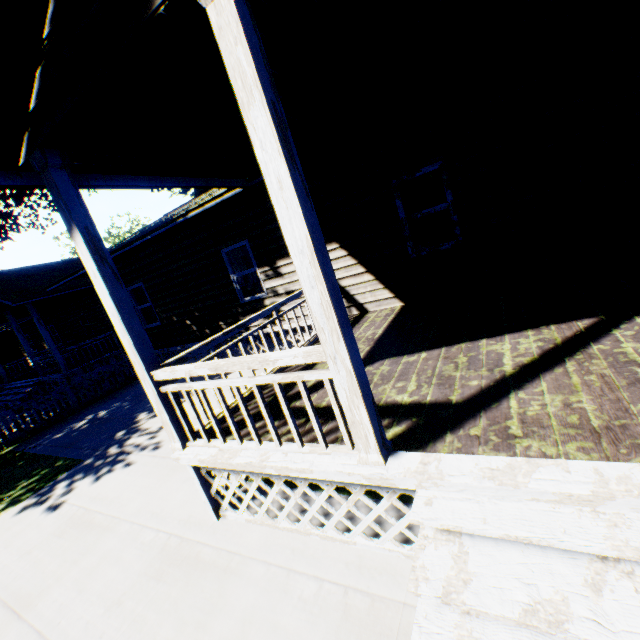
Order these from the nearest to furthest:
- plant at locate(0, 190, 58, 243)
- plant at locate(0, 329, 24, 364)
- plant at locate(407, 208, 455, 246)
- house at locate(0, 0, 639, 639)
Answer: house at locate(0, 0, 639, 639)
plant at locate(407, 208, 455, 246)
plant at locate(0, 190, 58, 243)
plant at locate(0, 329, 24, 364)

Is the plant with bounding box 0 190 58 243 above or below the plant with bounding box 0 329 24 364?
above

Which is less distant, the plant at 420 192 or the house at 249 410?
the house at 249 410

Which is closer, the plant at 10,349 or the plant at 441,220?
the plant at 441,220

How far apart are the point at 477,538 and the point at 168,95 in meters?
4.2

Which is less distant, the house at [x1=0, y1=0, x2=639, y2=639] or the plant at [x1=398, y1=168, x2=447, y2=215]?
the house at [x1=0, y1=0, x2=639, y2=639]

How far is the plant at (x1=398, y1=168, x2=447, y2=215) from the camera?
11.1 meters
